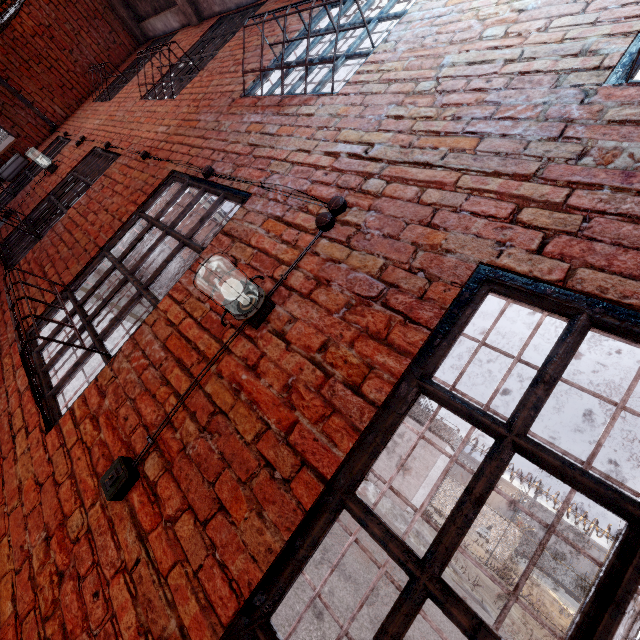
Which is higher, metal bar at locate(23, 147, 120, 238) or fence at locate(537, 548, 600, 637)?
metal bar at locate(23, 147, 120, 238)

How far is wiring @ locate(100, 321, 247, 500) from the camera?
1.4m

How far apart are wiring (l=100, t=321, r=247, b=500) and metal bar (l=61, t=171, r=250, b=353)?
0.72m

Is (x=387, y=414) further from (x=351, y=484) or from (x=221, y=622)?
(x=221, y=622)

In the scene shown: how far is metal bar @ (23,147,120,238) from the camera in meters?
4.2 m

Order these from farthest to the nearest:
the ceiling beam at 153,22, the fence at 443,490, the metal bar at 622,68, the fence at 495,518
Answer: the fence at 443,490
the fence at 495,518
the ceiling beam at 153,22
the metal bar at 622,68

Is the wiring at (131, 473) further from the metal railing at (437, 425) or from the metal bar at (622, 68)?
the metal railing at (437, 425)

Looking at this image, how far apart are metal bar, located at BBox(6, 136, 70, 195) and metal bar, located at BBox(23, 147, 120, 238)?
0.9 meters
